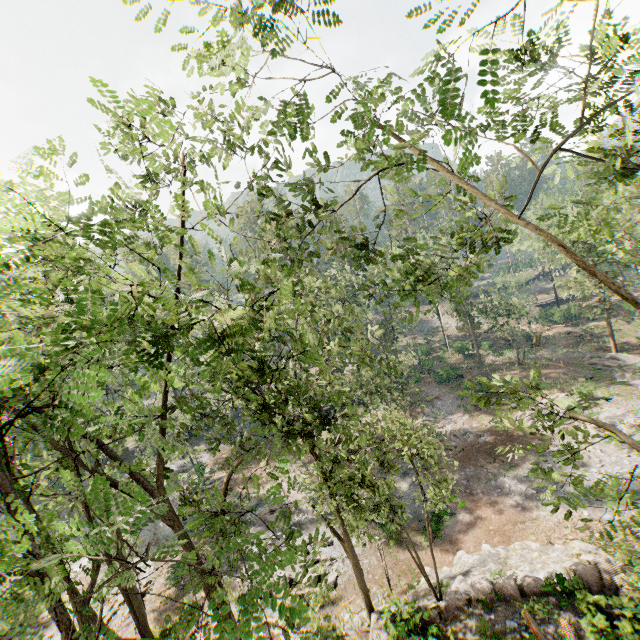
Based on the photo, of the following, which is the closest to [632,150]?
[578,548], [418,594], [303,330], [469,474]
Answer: [578,548]

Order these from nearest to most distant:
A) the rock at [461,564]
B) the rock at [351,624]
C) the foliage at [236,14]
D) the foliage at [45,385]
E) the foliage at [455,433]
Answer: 1. the foliage at [45,385]
2. the foliage at [236,14]
3. the rock at [461,564]
4. the rock at [351,624]
5. the foliage at [455,433]

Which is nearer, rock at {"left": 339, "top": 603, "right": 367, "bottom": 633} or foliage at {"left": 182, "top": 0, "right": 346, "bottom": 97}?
foliage at {"left": 182, "top": 0, "right": 346, "bottom": 97}

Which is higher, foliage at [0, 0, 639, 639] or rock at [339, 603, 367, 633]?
foliage at [0, 0, 639, 639]

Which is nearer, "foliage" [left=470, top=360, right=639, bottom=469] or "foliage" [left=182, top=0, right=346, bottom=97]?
"foliage" [left=182, top=0, right=346, bottom=97]

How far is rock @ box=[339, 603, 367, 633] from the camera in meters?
15.7 m

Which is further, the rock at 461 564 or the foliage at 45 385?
the rock at 461 564
